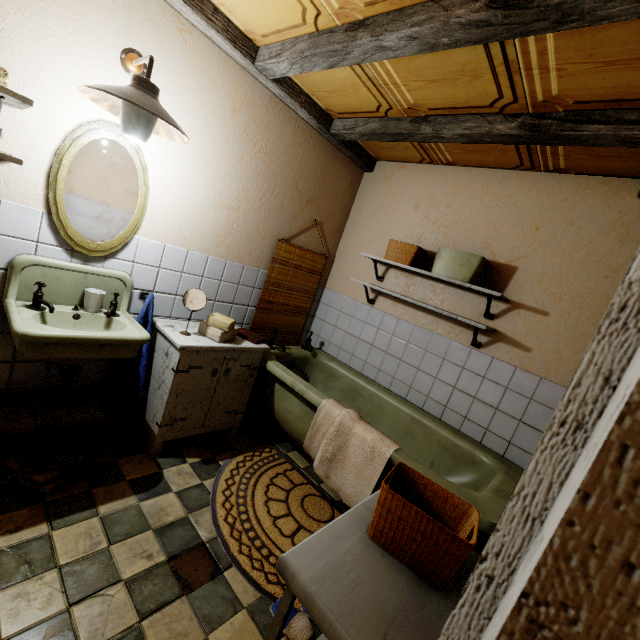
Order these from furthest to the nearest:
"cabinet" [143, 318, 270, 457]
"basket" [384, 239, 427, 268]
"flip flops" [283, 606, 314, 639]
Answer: "basket" [384, 239, 427, 268]
"cabinet" [143, 318, 270, 457]
"flip flops" [283, 606, 314, 639]

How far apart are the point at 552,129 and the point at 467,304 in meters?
1.3 m

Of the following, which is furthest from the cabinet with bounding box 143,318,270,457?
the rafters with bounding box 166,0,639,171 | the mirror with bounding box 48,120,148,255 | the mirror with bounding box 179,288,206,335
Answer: the rafters with bounding box 166,0,639,171

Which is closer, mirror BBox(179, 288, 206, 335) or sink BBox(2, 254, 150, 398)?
sink BBox(2, 254, 150, 398)

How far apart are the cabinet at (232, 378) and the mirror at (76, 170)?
0.59m

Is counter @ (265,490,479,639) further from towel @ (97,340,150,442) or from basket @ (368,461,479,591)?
towel @ (97,340,150,442)

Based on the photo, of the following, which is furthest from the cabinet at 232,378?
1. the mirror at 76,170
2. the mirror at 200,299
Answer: the mirror at 76,170

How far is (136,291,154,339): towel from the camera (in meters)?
2.26
